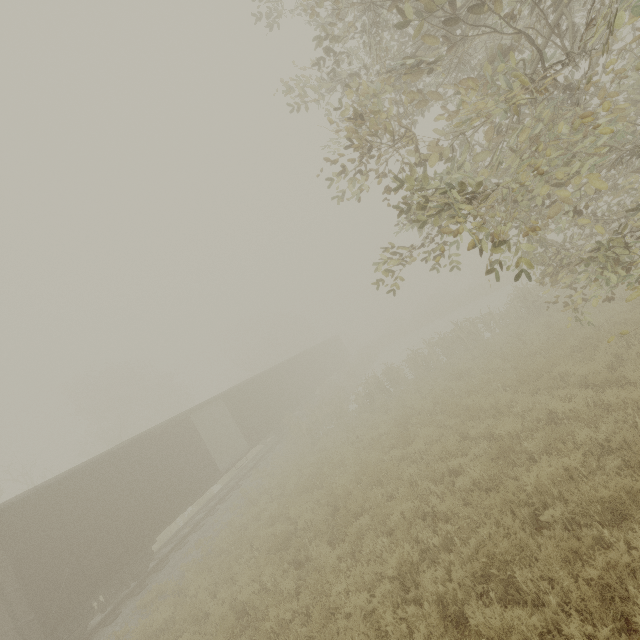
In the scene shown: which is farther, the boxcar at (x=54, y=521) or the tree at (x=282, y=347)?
the tree at (x=282, y=347)

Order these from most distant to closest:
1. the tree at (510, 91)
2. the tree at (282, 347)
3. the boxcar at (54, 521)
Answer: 1. the tree at (282, 347)
2. the boxcar at (54, 521)
3. the tree at (510, 91)

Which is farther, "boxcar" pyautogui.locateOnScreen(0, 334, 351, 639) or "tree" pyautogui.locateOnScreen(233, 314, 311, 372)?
"tree" pyautogui.locateOnScreen(233, 314, 311, 372)

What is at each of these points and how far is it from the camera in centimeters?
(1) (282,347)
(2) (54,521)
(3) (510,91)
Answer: (1) tree, 5878cm
(2) boxcar, 999cm
(3) tree, 372cm

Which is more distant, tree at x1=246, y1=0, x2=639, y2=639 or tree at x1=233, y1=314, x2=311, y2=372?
tree at x1=233, y1=314, x2=311, y2=372

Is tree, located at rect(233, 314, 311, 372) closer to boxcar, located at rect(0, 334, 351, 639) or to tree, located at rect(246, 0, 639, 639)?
tree, located at rect(246, 0, 639, 639)

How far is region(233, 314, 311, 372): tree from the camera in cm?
4477

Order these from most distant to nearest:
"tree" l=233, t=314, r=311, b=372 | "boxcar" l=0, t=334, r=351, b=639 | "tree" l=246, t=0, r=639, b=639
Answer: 1. "tree" l=233, t=314, r=311, b=372
2. "boxcar" l=0, t=334, r=351, b=639
3. "tree" l=246, t=0, r=639, b=639
